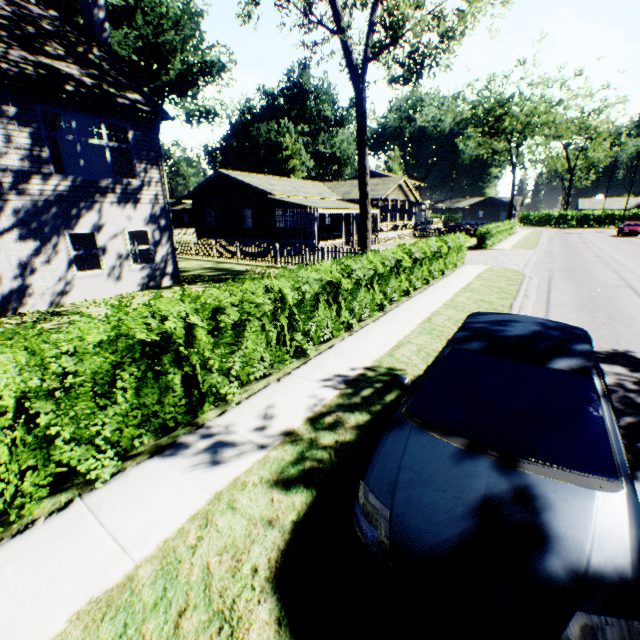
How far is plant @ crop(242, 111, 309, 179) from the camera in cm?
5366

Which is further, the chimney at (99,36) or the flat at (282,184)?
the flat at (282,184)

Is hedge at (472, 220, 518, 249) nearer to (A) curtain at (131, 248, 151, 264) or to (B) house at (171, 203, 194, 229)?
(A) curtain at (131, 248, 151, 264)

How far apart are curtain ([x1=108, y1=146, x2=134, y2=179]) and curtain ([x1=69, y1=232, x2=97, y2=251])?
2.0 meters

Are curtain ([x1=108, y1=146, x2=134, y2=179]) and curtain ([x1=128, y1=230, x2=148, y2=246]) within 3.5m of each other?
yes

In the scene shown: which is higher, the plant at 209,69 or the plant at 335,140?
the plant at 209,69

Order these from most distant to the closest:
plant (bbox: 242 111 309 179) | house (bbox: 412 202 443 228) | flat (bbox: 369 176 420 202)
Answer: plant (bbox: 242 111 309 179), house (bbox: 412 202 443 228), flat (bbox: 369 176 420 202)

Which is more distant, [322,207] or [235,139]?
[235,139]
